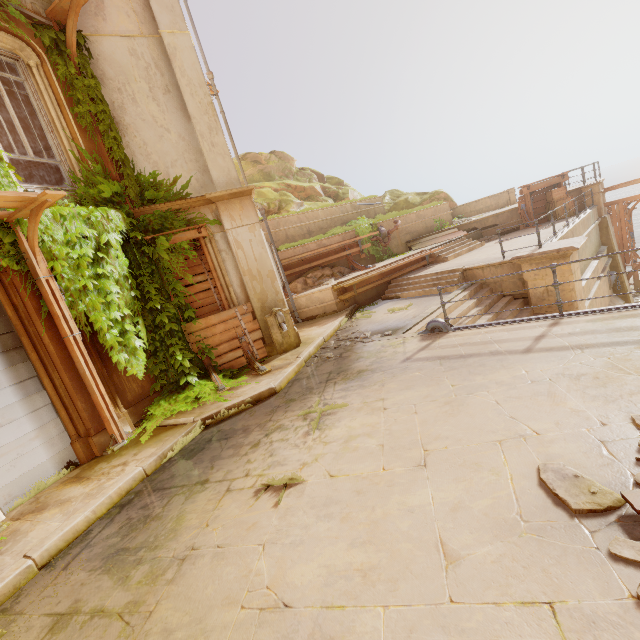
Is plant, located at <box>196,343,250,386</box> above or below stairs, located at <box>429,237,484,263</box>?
below

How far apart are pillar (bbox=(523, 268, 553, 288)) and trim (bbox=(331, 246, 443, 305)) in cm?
378

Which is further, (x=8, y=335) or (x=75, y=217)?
(x=75, y=217)

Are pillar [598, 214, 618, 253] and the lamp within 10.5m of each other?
no

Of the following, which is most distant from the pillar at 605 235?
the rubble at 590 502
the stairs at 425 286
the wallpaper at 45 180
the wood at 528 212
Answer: the wallpaper at 45 180

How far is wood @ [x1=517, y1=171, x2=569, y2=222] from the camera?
16.22m

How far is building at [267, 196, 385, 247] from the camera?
15.0m

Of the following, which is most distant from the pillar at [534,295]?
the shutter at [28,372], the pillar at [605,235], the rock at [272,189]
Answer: the rock at [272,189]
